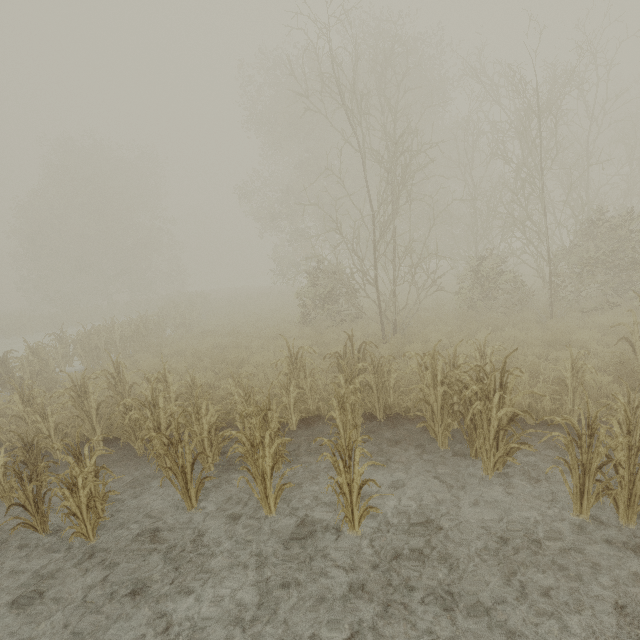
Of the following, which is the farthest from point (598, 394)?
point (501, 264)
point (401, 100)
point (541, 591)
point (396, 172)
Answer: point (396, 172)
